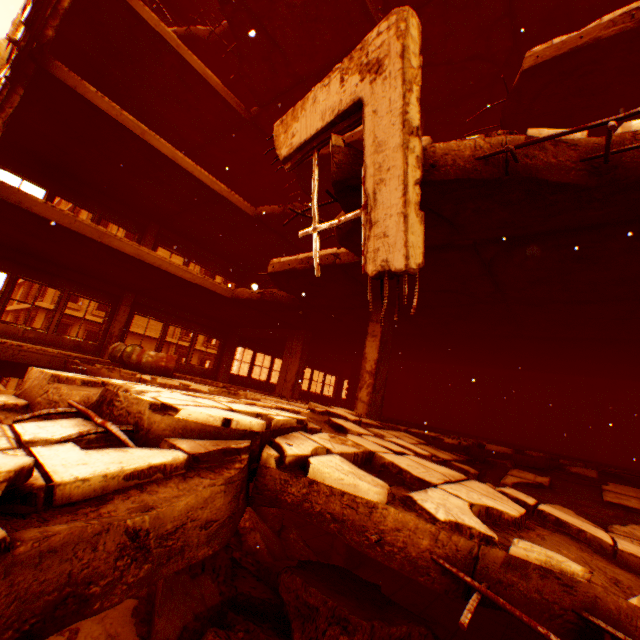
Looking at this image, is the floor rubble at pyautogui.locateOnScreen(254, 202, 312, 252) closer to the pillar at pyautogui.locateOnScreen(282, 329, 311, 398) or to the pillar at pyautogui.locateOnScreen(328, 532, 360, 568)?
the pillar at pyautogui.locateOnScreen(282, 329, 311, 398)

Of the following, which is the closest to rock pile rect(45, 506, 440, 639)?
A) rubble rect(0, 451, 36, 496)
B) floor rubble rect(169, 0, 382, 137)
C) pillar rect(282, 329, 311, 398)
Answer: rubble rect(0, 451, 36, 496)

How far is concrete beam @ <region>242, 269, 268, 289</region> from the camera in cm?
1575

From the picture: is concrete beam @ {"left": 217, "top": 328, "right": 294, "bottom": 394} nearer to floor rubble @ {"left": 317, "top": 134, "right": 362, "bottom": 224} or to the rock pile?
floor rubble @ {"left": 317, "top": 134, "right": 362, "bottom": 224}

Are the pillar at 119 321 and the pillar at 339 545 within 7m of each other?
no

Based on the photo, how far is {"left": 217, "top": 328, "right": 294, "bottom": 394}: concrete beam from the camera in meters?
12.8

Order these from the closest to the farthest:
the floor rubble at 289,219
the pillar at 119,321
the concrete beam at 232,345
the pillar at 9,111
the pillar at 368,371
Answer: the floor rubble at 289,219 < the pillar at 9,111 < the pillar at 368,371 < the pillar at 119,321 < the concrete beam at 232,345

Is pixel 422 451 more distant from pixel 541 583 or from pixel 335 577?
pixel 541 583
